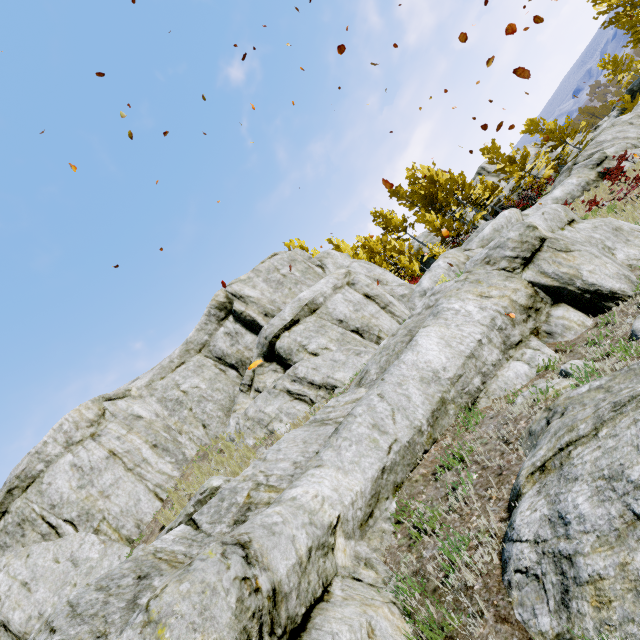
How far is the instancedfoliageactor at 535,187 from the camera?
23.5 meters

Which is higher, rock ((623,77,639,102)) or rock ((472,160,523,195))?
rock ((472,160,523,195))

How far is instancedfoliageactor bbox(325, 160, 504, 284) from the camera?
27.55m

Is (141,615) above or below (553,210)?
above

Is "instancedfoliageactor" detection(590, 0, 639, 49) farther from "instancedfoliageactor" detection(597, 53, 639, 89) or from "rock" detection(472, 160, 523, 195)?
"instancedfoliageactor" detection(597, 53, 639, 89)

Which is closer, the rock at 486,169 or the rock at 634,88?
A: the rock at 634,88

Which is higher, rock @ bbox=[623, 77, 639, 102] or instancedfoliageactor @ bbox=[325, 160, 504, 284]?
instancedfoliageactor @ bbox=[325, 160, 504, 284]
